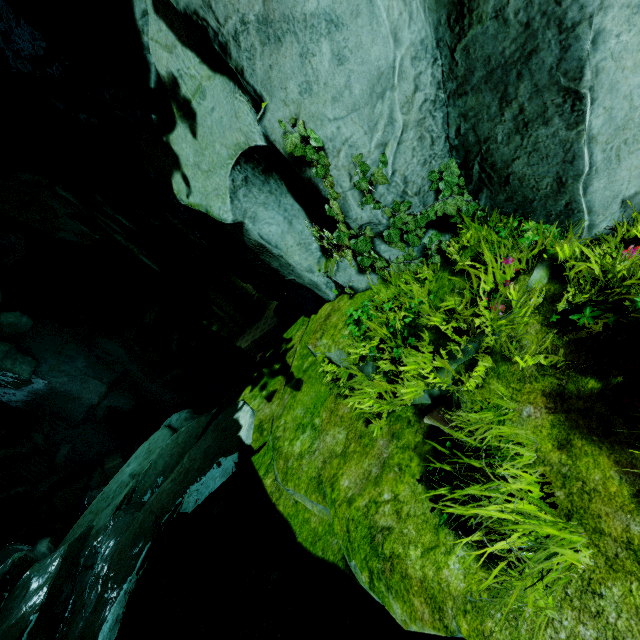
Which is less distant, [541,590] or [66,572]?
[541,590]

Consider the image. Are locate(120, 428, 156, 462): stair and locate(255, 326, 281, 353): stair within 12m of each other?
yes

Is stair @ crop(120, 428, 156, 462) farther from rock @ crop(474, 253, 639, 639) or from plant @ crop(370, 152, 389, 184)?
plant @ crop(370, 152, 389, 184)

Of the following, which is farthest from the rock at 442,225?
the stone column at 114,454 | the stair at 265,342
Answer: the stair at 265,342

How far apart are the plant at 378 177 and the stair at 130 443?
18.84m

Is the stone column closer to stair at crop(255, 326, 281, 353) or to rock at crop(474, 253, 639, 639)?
rock at crop(474, 253, 639, 639)

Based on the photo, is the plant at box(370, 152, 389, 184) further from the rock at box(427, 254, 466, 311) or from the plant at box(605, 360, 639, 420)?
the plant at box(605, 360, 639, 420)

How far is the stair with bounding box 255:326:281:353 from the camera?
30.0 meters
